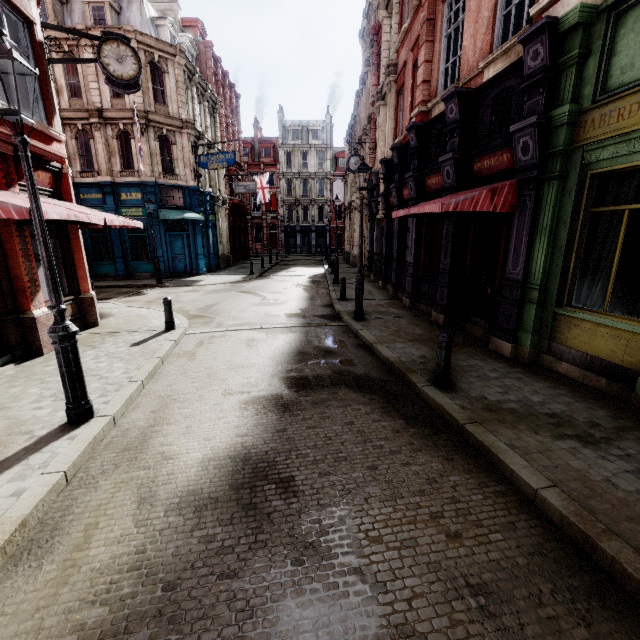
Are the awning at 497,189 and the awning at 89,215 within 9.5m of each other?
yes

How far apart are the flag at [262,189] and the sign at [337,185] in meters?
7.5 m

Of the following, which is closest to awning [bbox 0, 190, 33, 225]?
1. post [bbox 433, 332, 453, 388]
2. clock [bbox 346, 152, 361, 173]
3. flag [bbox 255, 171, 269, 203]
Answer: post [bbox 433, 332, 453, 388]

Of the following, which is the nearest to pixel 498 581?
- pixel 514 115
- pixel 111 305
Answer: pixel 514 115

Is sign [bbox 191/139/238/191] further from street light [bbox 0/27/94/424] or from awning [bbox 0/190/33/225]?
street light [bbox 0/27/94/424]

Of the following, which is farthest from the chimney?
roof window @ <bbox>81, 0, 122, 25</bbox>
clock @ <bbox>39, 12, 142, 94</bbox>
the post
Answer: the post

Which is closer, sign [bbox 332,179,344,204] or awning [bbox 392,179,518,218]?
awning [bbox 392,179,518,218]

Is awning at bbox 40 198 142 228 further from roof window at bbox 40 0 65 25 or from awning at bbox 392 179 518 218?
roof window at bbox 40 0 65 25
